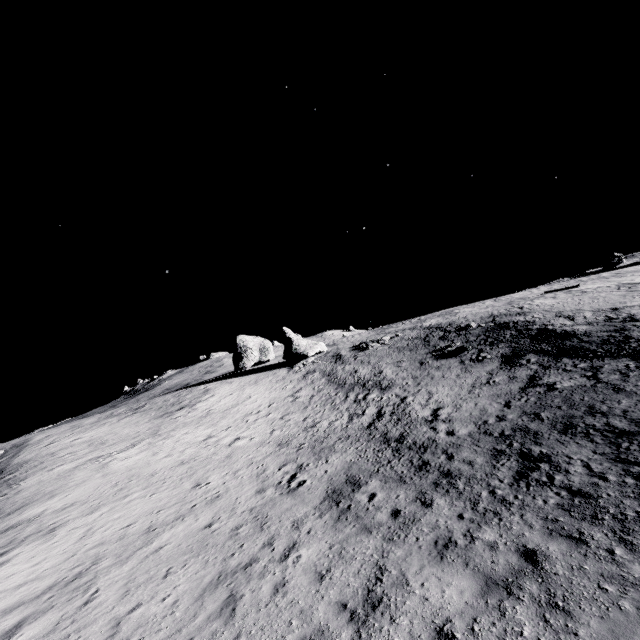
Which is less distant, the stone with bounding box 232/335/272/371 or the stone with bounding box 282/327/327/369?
the stone with bounding box 282/327/327/369

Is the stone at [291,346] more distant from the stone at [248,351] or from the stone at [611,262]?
the stone at [611,262]

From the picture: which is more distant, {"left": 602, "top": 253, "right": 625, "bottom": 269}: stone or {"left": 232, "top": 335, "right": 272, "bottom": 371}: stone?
{"left": 232, "top": 335, "right": 272, "bottom": 371}: stone

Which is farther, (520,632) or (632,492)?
(632,492)

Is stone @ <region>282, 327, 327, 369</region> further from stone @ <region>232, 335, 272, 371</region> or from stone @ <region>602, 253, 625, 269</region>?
stone @ <region>602, 253, 625, 269</region>

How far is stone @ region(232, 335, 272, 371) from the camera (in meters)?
57.53
